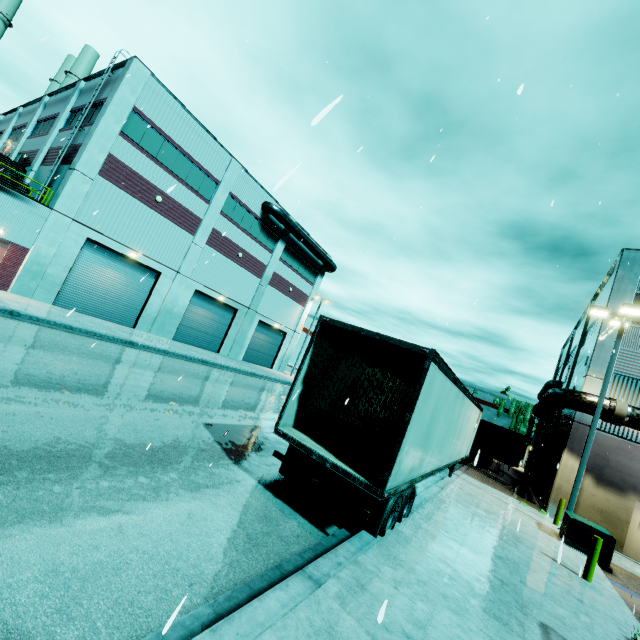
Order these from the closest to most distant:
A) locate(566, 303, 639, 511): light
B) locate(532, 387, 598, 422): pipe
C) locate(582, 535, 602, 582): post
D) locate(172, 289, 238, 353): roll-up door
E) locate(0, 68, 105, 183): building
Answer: locate(582, 535, 602, 582): post < locate(566, 303, 639, 511): light < locate(532, 387, 598, 422): pipe < locate(0, 68, 105, 183): building < locate(172, 289, 238, 353): roll-up door

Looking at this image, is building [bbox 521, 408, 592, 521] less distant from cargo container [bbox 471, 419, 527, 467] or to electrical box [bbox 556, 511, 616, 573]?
cargo container [bbox 471, 419, 527, 467]

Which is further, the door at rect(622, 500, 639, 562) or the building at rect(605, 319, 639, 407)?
the building at rect(605, 319, 639, 407)

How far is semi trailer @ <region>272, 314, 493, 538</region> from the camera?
6.2 meters

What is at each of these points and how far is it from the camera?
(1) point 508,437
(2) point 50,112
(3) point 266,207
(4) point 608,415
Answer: (1) cargo container, 20.9m
(2) building, 25.6m
(3) vent duct, 28.5m
(4) pipe, 15.0m

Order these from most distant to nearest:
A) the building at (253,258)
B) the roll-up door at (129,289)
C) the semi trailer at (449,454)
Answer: the roll-up door at (129,289) → the building at (253,258) → the semi trailer at (449,454)

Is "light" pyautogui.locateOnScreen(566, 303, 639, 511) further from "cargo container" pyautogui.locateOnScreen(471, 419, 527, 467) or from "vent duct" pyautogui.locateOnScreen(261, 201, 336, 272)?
"vent duct" pyautogui.locateOnScreen(261, 201, 336, 272)

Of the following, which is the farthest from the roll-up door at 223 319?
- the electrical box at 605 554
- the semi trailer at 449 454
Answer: the electrical box at 605 554
